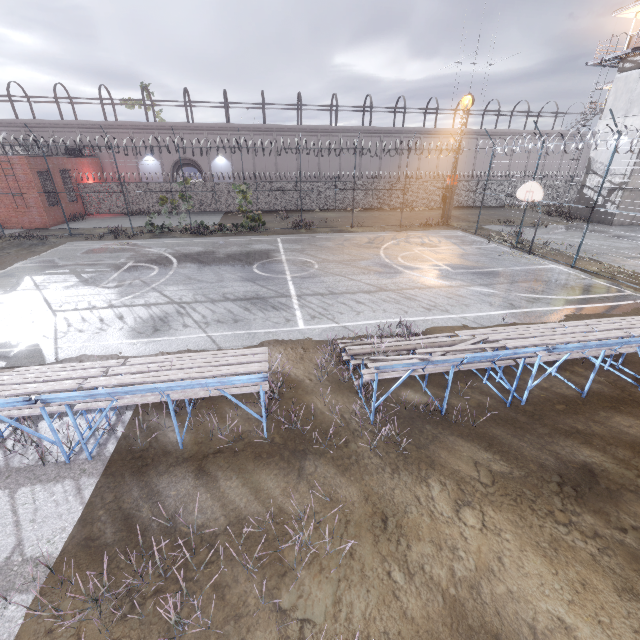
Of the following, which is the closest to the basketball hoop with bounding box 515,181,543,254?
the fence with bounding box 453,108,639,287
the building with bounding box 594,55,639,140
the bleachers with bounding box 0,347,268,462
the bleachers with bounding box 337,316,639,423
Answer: the fence with bounding box 453,108,639,287

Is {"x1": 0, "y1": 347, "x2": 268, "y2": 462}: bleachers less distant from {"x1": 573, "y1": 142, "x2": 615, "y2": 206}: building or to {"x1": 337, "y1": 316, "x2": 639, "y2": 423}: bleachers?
{"x1": 337, "y1": 316, "x2": 639, "y2": 423}: bleachers

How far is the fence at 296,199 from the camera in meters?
22.8

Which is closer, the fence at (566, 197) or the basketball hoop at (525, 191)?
the fence at (566, 197)

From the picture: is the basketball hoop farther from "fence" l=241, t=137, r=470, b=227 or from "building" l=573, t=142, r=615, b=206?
"building" l=573, t=142, r=615, b=206

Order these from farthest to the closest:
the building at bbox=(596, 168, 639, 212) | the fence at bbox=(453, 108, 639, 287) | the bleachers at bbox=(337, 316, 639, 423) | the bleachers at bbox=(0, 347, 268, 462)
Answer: the building at bbox=(596, 168, 639, 212) → the fence at bbox=(453, 108, 639, 287) → the bleachers at bbox=(337, 316, 639, 423) → the bleachers at bbox=(0, 347, 268, 462)

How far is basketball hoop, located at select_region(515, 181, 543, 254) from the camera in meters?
15.7 m

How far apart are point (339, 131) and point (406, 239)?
22.6 meters
